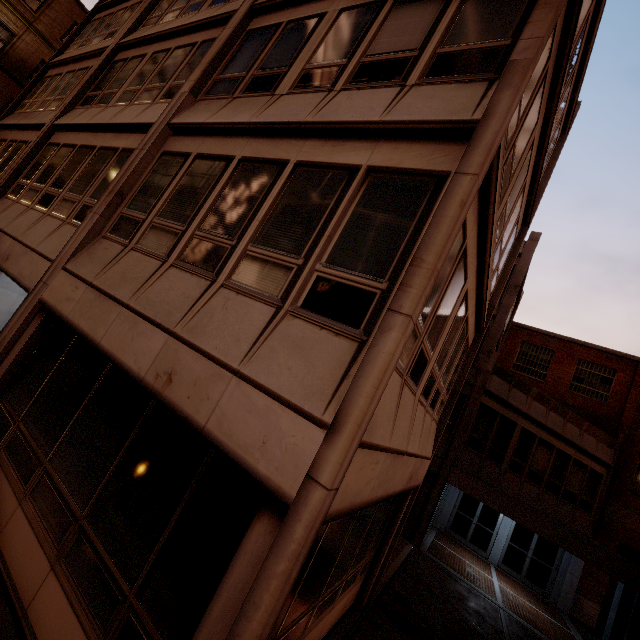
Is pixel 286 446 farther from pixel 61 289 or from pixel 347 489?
pixel 61 289
